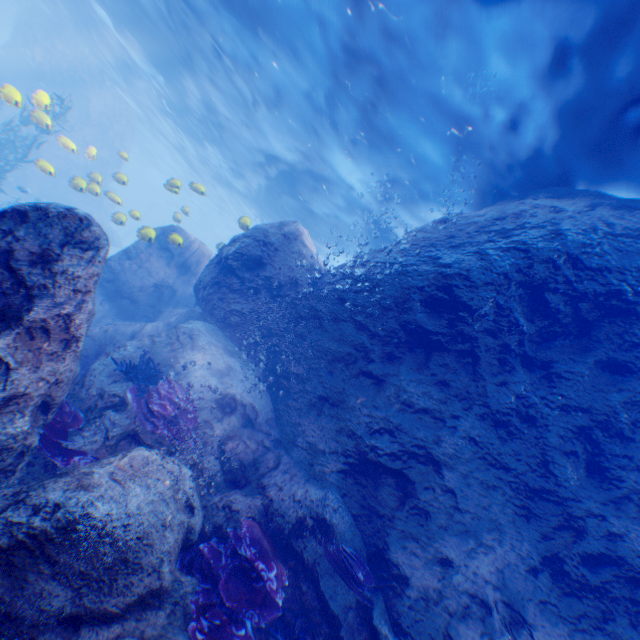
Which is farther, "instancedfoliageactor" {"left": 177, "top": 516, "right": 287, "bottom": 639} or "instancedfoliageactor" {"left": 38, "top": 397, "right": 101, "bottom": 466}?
"instancedfoliageactor" {"left": 38, "top": 397, "right": 101, "bottom": 466}

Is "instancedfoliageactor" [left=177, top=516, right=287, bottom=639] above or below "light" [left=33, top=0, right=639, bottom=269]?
below

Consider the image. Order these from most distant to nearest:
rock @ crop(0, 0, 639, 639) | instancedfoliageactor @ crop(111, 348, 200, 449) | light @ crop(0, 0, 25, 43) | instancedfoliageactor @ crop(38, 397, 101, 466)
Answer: light @ crop(0, 0, 25, 43)
instancedfoliageactor @ crop(111, 348, 200, 449)
instancedfoliageactor @ crop(38, 397, 101, 466)
rock @ crop(0, 0, 639, 639)

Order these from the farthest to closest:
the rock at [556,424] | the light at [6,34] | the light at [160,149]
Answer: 1. the light at [6,34]
2. the light at [160,149]
3. the rock at [556,424]

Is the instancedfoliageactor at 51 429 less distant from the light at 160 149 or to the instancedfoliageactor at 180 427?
the instancedfoliageactor at 180 427

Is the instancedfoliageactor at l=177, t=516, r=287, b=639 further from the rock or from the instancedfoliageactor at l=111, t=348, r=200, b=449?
the instancedfoliageactor at l=111, t=348, r=200, b=449

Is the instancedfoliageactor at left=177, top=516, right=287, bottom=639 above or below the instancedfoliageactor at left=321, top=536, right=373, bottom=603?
below

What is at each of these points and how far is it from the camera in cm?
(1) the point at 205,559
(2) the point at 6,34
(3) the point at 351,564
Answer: (1) instancedfoliageactor, 440
(2) light, 4991
(3) instancedfoliageactor, 486
